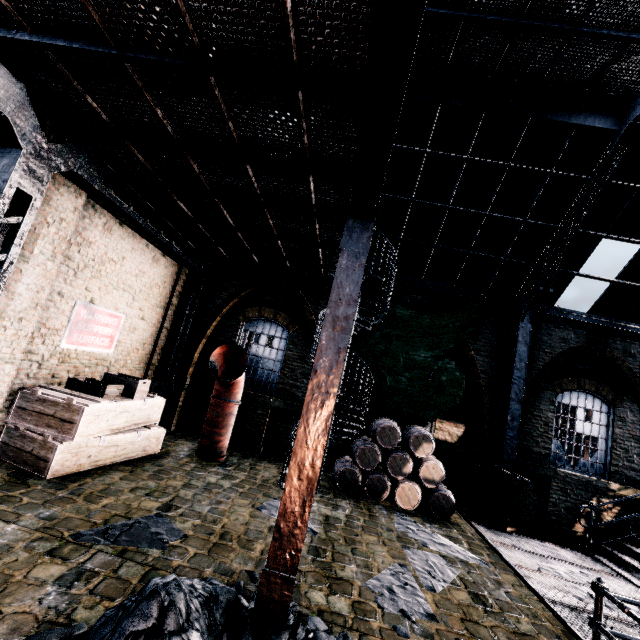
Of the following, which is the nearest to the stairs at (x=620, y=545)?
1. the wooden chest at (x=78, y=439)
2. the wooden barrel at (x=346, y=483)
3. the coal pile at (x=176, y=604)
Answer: the wooden barrel at (x=346, y=483)

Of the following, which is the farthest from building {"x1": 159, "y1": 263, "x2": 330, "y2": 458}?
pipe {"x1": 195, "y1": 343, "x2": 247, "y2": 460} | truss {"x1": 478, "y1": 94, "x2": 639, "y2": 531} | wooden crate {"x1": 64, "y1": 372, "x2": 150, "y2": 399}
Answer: pipe {"x1": 195, "y1": 343, "x2": 247, "y2": 460}

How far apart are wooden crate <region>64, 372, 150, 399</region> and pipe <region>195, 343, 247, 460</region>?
2.3 meters

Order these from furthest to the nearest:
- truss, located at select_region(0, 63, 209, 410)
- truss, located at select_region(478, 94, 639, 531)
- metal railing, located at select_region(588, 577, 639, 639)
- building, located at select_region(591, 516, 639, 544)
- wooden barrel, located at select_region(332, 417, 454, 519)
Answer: building, located at select_region(591, 516, 639, 544)
wooden barrel, located at select_region(332, 417, 454, 519)
truss, located at select_region(478, 94, 639, 531)
truss, located at select_region(0, 63, 209, 410)
metal railing, located at select_region(588, 577, 639, 639)

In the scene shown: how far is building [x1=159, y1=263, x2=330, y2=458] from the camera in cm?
1178

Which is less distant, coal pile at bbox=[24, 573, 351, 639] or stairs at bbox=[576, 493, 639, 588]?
coal pile at bbox=[24, 573, 351, 639]

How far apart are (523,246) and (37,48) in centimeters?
1240cm

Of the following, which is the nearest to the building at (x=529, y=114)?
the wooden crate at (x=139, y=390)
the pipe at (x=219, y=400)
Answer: the wooden crate at (x=139, y=390)
